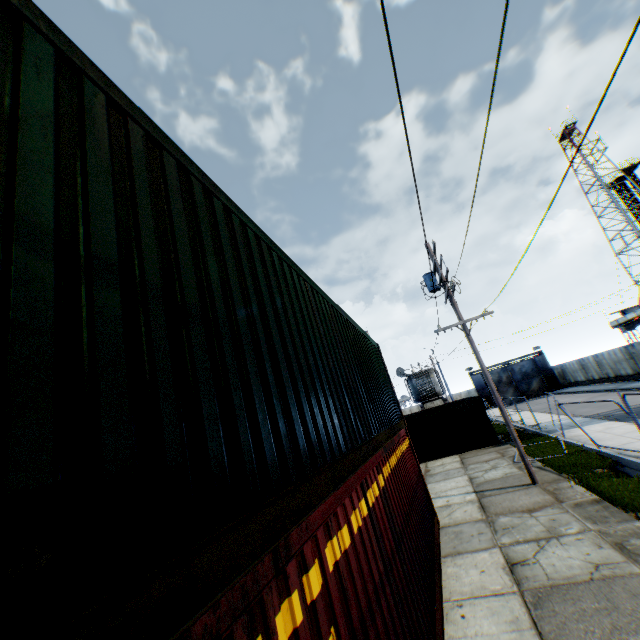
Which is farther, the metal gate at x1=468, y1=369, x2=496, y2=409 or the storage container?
the metal gate at x1=468, y1=369, x2=496, y2=409

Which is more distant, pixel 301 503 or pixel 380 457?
pixel 380 457

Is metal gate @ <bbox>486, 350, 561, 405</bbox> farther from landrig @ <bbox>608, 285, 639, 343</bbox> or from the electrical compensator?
the electrical compensator

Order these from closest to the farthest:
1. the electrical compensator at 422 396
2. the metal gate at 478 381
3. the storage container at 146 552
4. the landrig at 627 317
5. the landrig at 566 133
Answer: the storage container at 146 552
the electrical compensator at 422 396
the landrig at 627 317
the landrig at 566 133
the metal gate at 478 381

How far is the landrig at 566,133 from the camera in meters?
47.3

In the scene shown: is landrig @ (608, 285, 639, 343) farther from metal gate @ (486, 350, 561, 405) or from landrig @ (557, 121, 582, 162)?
metal gate @ (486, 350, 561, 405)

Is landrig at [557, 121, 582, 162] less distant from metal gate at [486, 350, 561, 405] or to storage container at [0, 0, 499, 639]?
metal gate at [486, 350, 561, 405]
